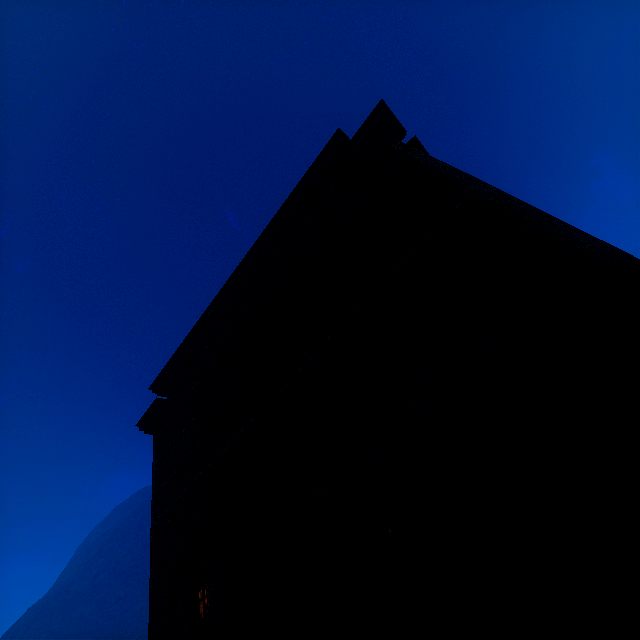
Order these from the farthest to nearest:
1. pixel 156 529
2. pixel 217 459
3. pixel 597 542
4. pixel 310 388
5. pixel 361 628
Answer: pixel 156 529 < pixel 217 459 < pixel 310 388 < pixel 361 628 < pixel 597 542

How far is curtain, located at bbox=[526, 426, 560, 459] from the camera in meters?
3.1

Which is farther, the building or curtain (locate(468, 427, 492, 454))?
curtain (locate(468, 427, 492, 454))

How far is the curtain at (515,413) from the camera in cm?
336

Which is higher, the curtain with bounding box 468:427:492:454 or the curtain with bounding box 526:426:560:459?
the curtain with bounding box 468:427:492:454

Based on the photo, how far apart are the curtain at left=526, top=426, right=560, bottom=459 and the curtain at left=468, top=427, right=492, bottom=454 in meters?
0.4

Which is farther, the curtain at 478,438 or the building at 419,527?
the curtain at 478,438

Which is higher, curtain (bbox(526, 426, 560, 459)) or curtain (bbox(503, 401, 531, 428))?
curtain (bbox(503, 401, 531, 428))
